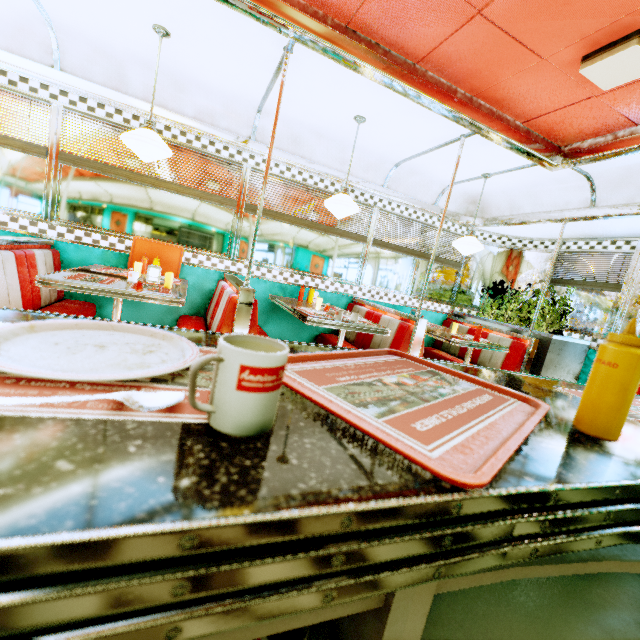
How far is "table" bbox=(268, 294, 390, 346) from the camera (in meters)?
3.15

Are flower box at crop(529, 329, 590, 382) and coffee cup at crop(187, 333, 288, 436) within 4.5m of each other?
no

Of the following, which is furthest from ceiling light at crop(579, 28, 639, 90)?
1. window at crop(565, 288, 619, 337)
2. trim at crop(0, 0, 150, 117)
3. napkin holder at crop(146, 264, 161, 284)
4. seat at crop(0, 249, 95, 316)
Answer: seat at crop(0, 249, 95, 316)

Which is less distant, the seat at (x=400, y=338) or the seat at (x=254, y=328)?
the seat at (x=254, y=328)

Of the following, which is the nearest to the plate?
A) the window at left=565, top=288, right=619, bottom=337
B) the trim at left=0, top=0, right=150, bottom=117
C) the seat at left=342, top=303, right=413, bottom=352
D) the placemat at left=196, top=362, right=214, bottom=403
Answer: the placemat at left=196, top=362, right=214, bottom=403

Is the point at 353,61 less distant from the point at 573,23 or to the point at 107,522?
the point at 573,23

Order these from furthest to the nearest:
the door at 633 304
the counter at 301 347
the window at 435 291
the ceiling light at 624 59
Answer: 1. the window at 435 291
2. the door at 633 304
3. the ceiling light at 624 59
4. the counter at 301 347

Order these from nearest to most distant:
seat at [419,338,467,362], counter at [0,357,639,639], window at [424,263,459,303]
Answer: counter at [0,357,639,639], seat at [419,338,467,362], window at [424,263,459,303]
